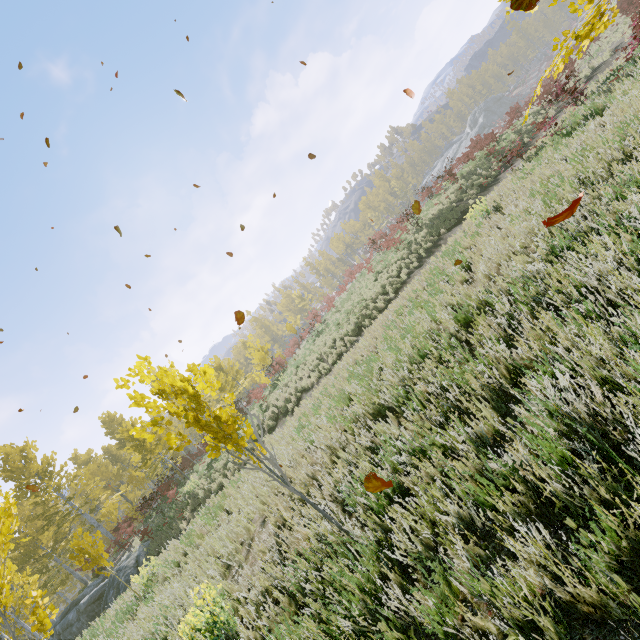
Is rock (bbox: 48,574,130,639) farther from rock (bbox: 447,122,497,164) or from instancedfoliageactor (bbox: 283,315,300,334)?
rock (bbox: 447,122,497,164)

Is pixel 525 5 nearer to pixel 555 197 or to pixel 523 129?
pixel 555 197

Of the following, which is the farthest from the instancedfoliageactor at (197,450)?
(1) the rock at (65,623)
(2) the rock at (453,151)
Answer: (2) the rock at (453,151)

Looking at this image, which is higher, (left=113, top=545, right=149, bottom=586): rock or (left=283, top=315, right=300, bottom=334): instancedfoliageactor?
(left=283, top=315, right=300, bottom=334): instancedfoliageactor

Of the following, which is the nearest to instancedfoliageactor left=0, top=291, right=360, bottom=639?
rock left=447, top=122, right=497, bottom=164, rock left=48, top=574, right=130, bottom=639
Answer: rock left=48, top=574, right=130, bottom=639

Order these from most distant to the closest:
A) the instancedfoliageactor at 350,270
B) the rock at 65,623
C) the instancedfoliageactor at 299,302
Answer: the instancedfoliageactor at 299,302 → the instancedfoliageactor at 350,270 → the rock at 65,623
